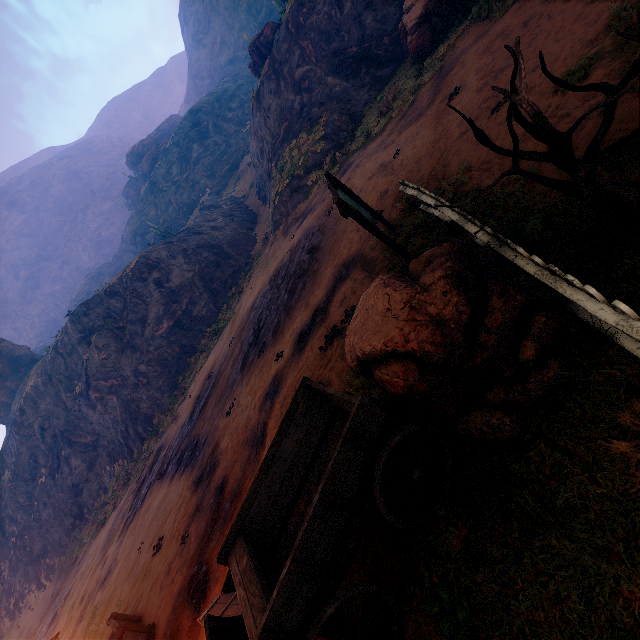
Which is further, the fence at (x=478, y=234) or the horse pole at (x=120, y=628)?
the horse pole at (x=120, y=628)

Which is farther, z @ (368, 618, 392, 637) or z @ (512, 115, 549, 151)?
z @ (512, 115, 549, 151)

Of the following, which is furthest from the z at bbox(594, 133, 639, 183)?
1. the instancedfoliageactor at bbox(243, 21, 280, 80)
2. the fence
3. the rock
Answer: the rock

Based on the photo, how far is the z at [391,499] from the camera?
4.4m

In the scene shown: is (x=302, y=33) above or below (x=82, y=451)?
above

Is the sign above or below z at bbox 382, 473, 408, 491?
above
